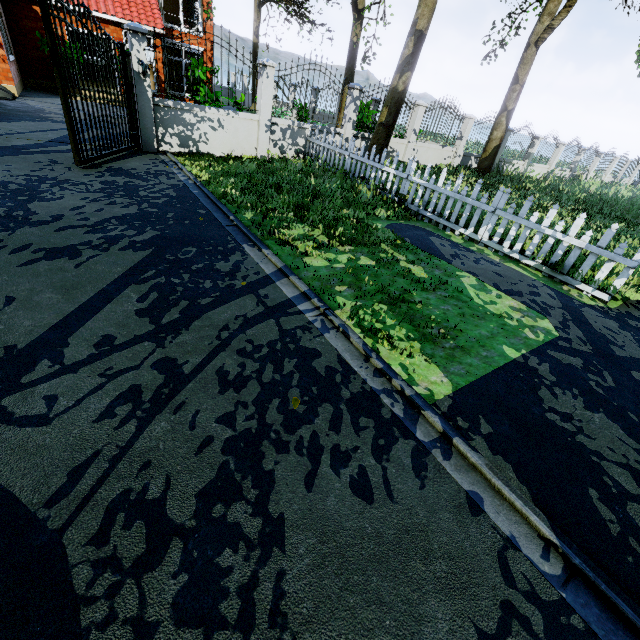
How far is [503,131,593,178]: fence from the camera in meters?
17.8

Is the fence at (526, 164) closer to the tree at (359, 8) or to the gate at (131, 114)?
the gate at (131, 114)

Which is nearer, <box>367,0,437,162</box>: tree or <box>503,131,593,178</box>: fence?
<box>367,0,437,162</box>: tree

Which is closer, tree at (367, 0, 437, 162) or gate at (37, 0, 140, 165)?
gate at (37, 0, 140, 165)

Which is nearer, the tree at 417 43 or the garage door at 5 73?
the tree at 417 43

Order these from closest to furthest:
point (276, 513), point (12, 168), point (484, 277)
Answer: point (276, 513) < point (484, 277) < point (12, 168)

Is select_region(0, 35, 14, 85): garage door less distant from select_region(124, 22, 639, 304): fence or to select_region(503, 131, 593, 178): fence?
select_region(503, 131, 593, 178): fence

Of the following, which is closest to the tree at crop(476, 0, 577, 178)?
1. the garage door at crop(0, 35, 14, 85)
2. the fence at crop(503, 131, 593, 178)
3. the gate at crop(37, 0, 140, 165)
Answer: the fence at crop(503, 131, 593, 178)
